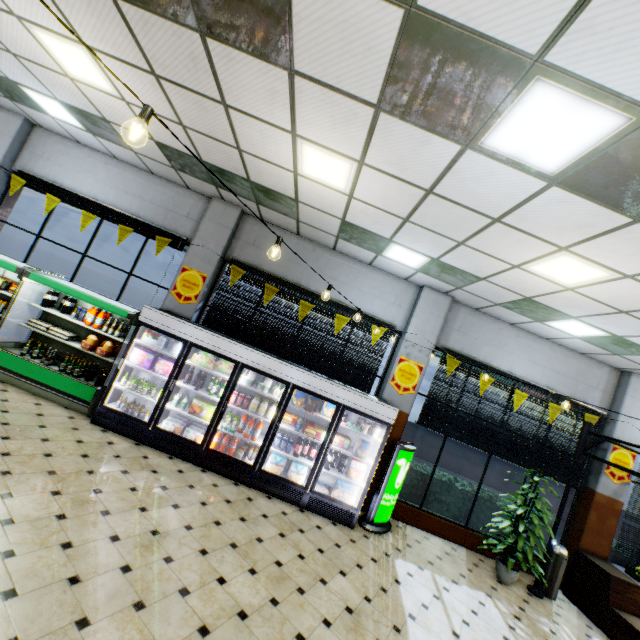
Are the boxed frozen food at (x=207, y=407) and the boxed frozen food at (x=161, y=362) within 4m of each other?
yes

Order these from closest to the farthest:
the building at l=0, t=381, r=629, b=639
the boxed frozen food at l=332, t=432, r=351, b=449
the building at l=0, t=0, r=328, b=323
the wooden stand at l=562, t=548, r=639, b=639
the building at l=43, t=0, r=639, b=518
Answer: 1. the building at l=43, t=0, r=639, b=518
2. the building at l=0, t=381, r=629, b=639
3. the building at l=0, t=0, r=328, b=323
4. the wooden stand at l=562, t=548, r=639, b=639
5. the boxed frozen food at l=332, t=432, r=351, b=449

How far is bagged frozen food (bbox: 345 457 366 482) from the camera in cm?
604

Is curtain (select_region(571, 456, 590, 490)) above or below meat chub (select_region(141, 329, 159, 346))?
above

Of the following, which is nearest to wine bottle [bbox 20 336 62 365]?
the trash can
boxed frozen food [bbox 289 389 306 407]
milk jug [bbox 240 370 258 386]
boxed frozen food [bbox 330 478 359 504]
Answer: milk jug [bbox 240 370 258 386]

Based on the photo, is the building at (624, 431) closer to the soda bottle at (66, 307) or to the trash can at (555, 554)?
the trash can at (555, 554)

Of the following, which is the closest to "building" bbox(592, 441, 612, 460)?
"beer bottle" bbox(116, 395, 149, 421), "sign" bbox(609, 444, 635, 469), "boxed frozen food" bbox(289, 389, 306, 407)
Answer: "sign" bbox(609, 444, 635, 469)

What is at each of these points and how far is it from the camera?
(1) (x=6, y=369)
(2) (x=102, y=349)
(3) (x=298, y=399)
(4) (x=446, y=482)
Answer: (1) refrigerated case, 5.8m
(2) juice jug, 6.3m
(3) boxed frozen food, 6.0m
(4) hedge, 7.3m
